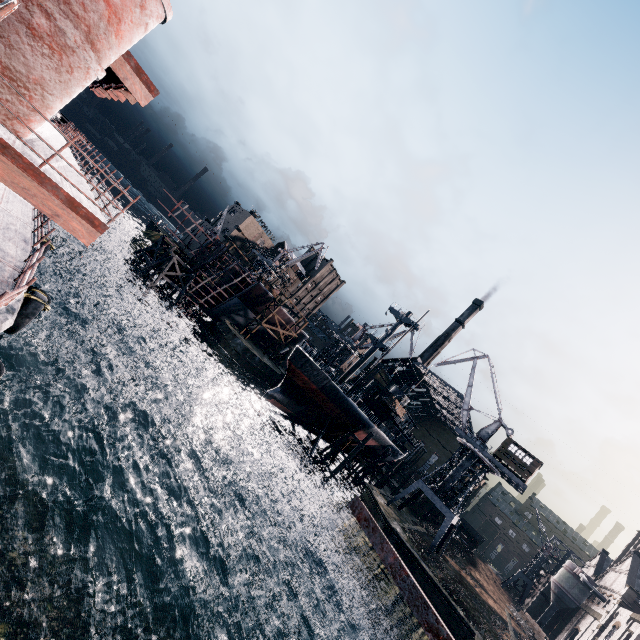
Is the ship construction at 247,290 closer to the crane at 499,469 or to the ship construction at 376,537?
the crane at 499,469

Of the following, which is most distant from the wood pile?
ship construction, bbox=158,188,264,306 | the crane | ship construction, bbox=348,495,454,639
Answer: ship construction, bbox=348,495,454,639

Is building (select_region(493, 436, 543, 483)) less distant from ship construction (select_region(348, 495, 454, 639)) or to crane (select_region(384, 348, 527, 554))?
crane (select_region(384, 348, 527, 554))

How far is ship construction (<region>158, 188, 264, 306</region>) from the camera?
50.8 meters

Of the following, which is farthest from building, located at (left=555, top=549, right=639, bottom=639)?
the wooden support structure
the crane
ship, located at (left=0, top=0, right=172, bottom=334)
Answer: ship, located at (left=0, top=0, right=172, bottom=334)

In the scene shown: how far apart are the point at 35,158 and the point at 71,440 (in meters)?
20.97

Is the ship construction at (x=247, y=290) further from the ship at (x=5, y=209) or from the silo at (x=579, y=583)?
the silo at (x=579, y=583)

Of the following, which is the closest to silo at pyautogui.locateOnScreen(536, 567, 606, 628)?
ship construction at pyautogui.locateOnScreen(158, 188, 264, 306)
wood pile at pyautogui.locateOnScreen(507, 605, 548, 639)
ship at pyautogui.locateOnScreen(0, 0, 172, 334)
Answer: wood pile at pyautogui.locateOnScreen(507, 605, 548, 639)
